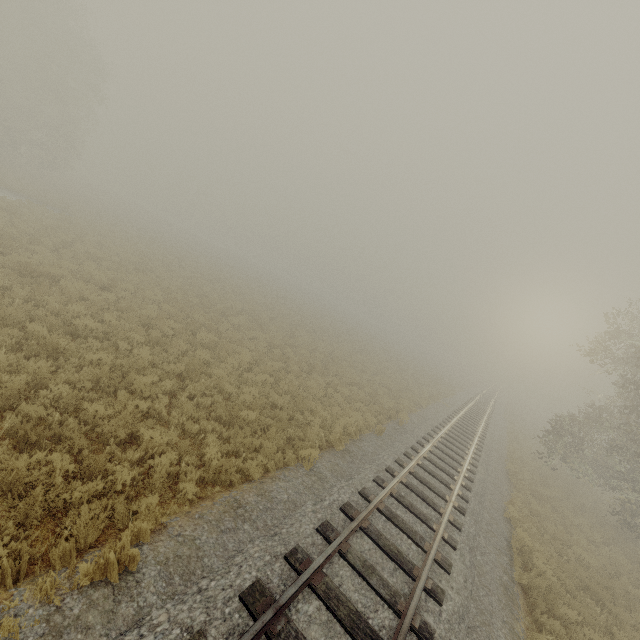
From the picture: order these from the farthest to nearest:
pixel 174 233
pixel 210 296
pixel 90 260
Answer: pixel 174 233, pixel 210 296, pixel 90 260
